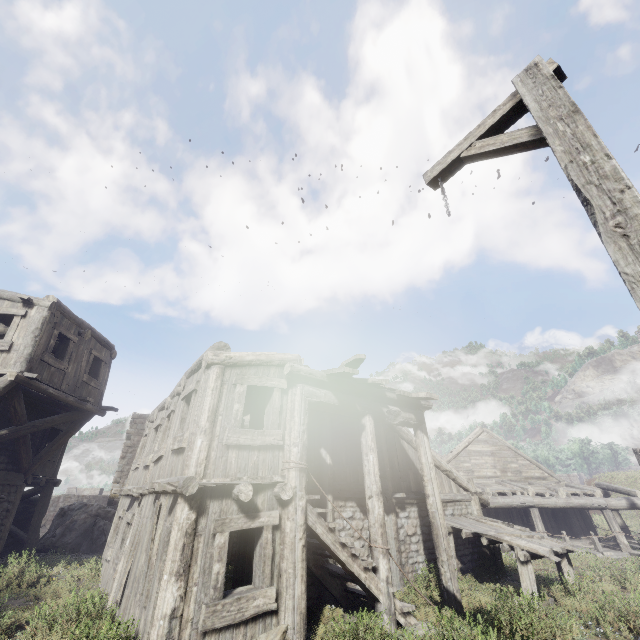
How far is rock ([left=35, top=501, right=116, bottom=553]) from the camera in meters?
15.7 m

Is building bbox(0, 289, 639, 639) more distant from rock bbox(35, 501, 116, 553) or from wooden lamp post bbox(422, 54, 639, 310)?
wooden lamp post bbox(422, 54, 639, 310)

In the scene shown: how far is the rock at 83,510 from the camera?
15.7 meters

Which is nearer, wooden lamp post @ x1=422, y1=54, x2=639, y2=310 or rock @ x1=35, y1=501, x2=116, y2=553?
wooden lamp post @ x1=422, y1=54, x2=639, y2=310

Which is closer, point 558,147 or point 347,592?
point 558,147

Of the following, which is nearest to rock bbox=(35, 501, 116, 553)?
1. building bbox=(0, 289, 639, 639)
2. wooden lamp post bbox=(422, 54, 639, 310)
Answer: building bbox=(0, 289, 639, 639)

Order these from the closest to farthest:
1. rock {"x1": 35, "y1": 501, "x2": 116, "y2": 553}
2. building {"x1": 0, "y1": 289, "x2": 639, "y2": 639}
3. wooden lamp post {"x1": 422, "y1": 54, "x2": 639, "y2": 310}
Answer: wooden lamp post {"x1": 422, "y1": 54, "x2": 639, "y2": 310}
building {"x1": 0, "y1": 289, "x2": 639, "y2": 639}
rock {"x1": 35, "y1": 501, "x2": 116, "y2": 553}

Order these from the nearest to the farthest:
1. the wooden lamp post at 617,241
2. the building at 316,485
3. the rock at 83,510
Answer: the wooden lamp post at 617,241, the building at 316,485, the rock at 83,510
